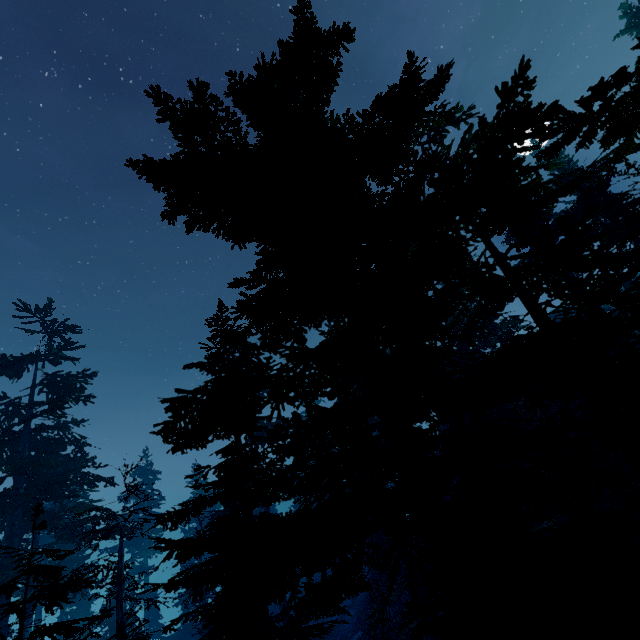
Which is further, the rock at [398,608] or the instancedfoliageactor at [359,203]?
the rock at [398,608]

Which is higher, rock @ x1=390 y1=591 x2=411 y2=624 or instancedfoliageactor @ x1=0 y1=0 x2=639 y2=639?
instancedfoliageactor @ x1=0 y1=0 x2=639 y2=639

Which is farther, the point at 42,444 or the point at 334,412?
the point at 42,444

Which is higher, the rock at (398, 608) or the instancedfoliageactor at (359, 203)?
the instancedfoliageactor at (359, 203)

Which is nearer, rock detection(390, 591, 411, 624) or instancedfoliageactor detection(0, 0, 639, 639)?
instancedfoliageactor detection(0, 0, 639, 639)

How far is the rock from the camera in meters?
22.0
